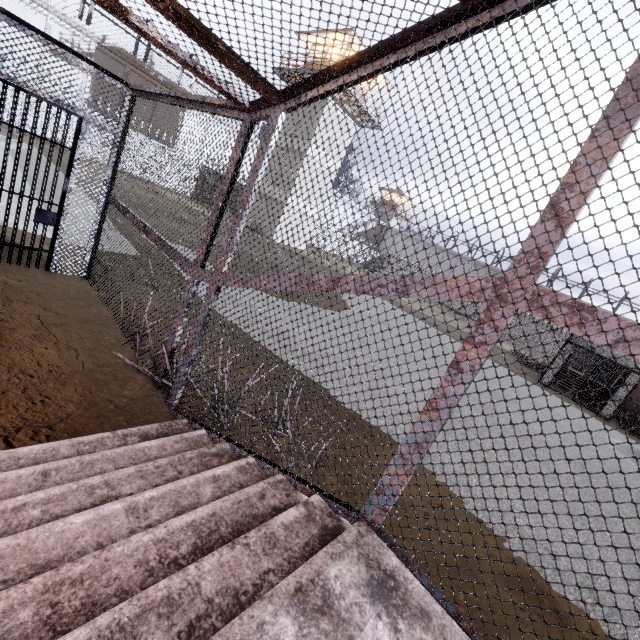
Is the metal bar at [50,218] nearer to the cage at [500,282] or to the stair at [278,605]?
the cage at [500,282]

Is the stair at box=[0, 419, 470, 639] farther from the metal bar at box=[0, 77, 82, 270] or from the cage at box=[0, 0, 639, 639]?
the metal bar at box=[0, 77, 82, 270]

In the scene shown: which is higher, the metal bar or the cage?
the cage

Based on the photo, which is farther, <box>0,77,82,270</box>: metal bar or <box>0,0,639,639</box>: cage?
<box>0,77,82,270</box>: metal bar

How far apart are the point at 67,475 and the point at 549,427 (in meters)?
10.69

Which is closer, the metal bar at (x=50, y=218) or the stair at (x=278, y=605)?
the stair at (x=278, y=605)

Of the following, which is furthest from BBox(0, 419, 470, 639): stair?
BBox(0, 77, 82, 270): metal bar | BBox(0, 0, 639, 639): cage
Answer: BBox(0, 77, 82, 270): metal bar
